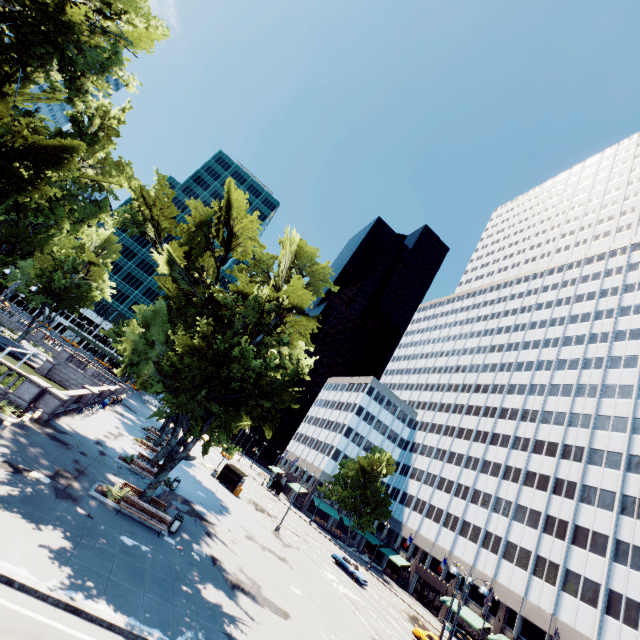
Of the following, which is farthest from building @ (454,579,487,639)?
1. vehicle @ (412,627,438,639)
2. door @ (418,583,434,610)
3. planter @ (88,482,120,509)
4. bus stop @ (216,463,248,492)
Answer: planter @ (88,482,120,509)

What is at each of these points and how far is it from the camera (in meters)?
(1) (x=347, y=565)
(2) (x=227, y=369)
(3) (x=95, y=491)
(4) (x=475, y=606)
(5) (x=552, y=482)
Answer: (1) vehicle, 39.44
(2) tree, 18.58
(3) planter, 17.67
(4) building, 45.62
(5) building, 47.78

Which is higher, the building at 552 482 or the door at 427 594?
the building at 552 482

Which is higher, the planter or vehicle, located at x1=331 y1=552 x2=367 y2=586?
vehicle, located at x1=331 y1=552 x2=367 y2=586

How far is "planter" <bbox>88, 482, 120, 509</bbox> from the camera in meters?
17.3 m

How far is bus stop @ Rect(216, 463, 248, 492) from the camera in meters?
41.0

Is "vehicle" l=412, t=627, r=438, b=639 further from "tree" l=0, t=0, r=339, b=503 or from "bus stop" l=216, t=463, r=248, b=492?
"tree" l=0, t=0, r=339, b=503

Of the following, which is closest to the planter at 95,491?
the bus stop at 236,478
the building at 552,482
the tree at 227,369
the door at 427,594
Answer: the tree at 227,369
